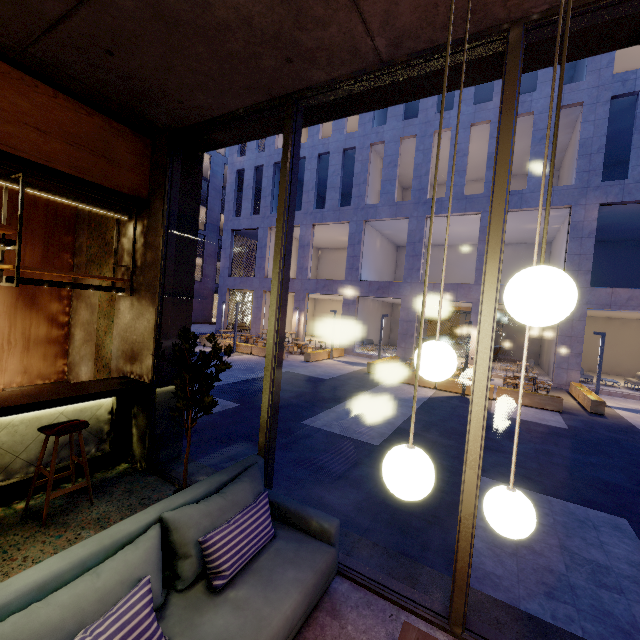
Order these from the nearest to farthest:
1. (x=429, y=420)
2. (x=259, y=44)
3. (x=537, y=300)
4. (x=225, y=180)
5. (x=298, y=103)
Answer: (x=537, y=300), (x=259, y=44), (x=298, y=103), (x=429, y=420), (x=225, y=180)

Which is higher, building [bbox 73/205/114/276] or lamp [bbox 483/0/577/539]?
building [bbox 73/205/114/276]

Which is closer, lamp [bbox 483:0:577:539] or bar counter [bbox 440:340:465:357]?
lamp [bbox 483:0:577:539]

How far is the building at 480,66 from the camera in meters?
2.9

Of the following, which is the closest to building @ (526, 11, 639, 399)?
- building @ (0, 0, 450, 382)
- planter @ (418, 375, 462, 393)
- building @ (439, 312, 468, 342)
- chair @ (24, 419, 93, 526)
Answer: building @ (439, 312, 468, 342)

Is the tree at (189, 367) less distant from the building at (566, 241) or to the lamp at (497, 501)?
the lamp at (497, 501)

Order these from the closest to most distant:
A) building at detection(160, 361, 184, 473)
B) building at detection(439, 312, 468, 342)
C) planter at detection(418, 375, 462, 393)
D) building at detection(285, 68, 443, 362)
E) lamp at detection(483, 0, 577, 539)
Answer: lamp at detection(483, 0, 577, 539), building at detection(160, 361, 184, 473), planter at detection(418, 375, 462, 393), building at detection(285, 68, 443, 362), building at detection(439, 312, 468, 342)

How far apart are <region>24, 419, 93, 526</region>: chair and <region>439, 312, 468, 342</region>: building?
25.8 meters
